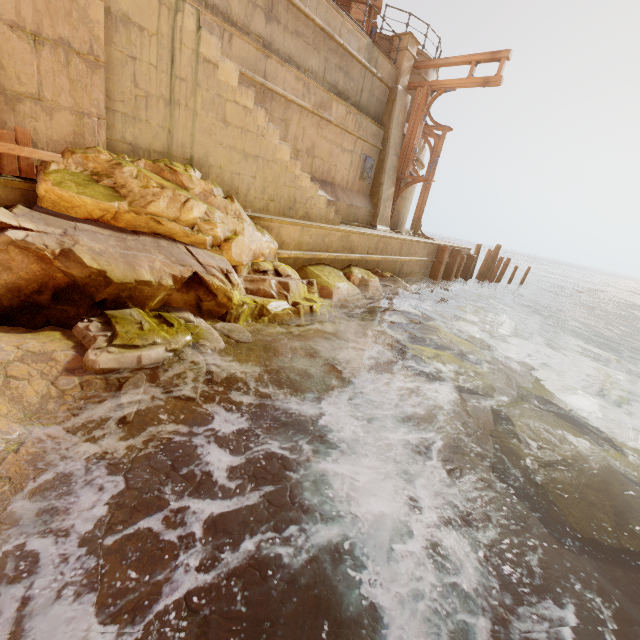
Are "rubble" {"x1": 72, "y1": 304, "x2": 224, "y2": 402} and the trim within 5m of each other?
no

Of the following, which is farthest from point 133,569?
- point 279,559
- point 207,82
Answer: point 207,82

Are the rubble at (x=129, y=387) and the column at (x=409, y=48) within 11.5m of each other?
no

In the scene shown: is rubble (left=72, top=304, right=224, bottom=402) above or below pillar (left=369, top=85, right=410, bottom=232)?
below

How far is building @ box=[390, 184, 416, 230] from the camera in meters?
14.8

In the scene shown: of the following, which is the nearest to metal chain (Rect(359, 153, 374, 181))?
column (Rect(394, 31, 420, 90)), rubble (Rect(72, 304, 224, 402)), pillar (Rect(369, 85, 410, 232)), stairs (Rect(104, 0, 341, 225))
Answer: pillar (Rect(369, 85, 410, 232))

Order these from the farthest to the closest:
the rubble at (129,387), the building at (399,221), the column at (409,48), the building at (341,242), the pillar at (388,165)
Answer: the building at (399,221) → the pillar at (388,165) → the column at (409,48) → the building at (341,242) → the rubble at (129,387)

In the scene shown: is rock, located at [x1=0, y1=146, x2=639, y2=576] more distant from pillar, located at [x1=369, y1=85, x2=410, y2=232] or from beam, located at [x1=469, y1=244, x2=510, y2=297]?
beam, located at [x1=469, y1=244, x2=510, y2=297]
